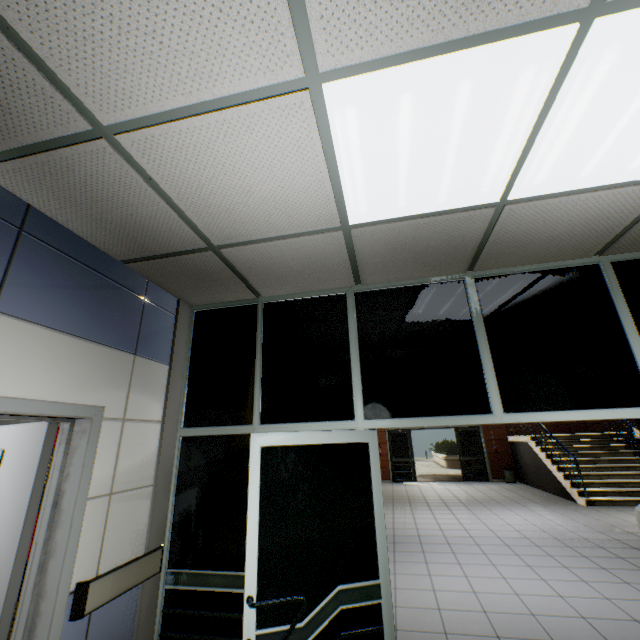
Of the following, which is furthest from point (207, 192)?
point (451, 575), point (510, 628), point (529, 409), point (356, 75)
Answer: point (451, 575)

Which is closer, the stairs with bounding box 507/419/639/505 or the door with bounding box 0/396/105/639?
the door with bounding box 0/396/105/639

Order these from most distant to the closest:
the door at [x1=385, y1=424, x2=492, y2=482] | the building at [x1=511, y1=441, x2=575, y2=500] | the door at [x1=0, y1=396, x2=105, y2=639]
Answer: the door at [x1=385, y1=424, x2=492, y2=482] < the building at [x1=511, y1=441, x2=575, y2=500] < the door at [x1=0, y1=396, x2=105, y2=639]

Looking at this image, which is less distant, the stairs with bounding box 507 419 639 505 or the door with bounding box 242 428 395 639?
the door with bounding box 242 428 395 639

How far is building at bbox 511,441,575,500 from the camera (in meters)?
10.06

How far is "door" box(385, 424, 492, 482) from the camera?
13.7m

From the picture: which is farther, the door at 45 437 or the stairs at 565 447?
the stairs at 565 447

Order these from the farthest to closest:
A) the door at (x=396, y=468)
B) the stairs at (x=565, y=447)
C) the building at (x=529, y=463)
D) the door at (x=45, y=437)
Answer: the door at (x=396, y=468) < the building at (x=529, y=463) < the stairs at (x=565, y=447) < the door at (x=45, y=437)
